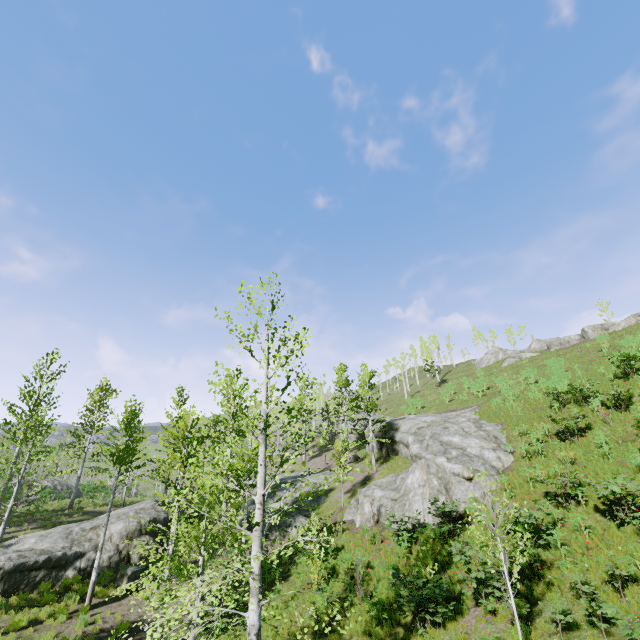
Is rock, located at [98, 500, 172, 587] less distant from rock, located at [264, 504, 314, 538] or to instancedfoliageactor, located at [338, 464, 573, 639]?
instancedfoliageactor, located at [338, 464, 573, 639]

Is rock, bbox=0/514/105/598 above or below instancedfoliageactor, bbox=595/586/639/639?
below

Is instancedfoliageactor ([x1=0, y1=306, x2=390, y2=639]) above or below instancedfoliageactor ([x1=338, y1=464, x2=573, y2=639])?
above

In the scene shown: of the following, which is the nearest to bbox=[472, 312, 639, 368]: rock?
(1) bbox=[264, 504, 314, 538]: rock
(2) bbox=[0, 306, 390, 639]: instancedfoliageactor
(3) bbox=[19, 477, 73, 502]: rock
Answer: (1) bbox=[264, 504, 314, 538]: rock

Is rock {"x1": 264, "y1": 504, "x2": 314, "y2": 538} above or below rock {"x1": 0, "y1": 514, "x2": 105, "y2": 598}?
above

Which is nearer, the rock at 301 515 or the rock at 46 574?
the rock at 46 574

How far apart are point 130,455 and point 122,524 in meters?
6.3

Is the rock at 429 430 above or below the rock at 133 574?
above
